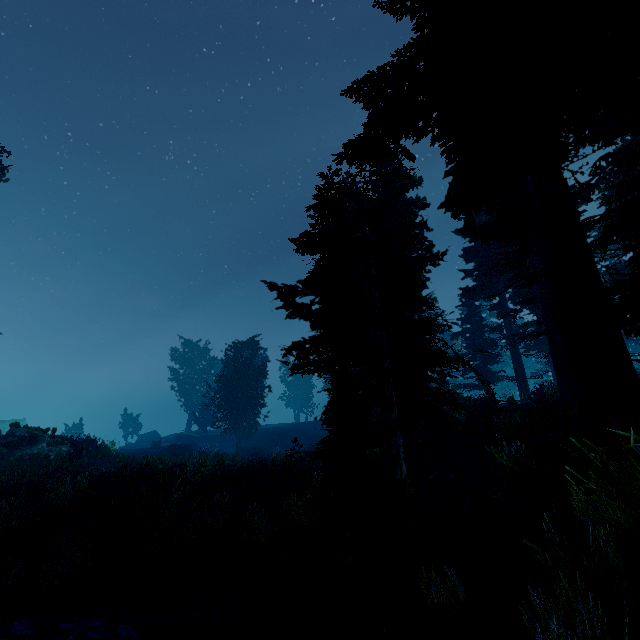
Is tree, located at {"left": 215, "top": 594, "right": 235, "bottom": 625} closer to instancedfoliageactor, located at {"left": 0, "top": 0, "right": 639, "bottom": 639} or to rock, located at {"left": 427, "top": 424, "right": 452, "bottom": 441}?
instancedfoliageactor, located at {"left": 0, "top": 0, "right": 639, "bottom": 639}

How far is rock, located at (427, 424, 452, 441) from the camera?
15.9 meters

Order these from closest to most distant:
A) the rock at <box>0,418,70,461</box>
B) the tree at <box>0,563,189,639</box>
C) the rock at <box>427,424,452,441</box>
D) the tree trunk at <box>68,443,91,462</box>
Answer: the tree at <box>0,563,189,639</box> → the rock at <box>427,424,452,441</box> → the rock at <box>0,418,70,461</box> → the tree trunk at <box>68,443,91,462</box>

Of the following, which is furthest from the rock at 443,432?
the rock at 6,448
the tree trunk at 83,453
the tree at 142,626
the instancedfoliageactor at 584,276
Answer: the rock at 6,448

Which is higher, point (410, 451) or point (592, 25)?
point (592, 25)

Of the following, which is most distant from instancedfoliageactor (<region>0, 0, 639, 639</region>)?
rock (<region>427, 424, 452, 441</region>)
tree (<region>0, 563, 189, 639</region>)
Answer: tree (<region>0, 563, 189, 639</region>)

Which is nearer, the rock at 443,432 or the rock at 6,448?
the rock at 443,432

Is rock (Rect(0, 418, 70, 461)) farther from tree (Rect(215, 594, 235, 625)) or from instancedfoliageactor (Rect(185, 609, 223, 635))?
tree (Rect(215, 594, 235, 625))
